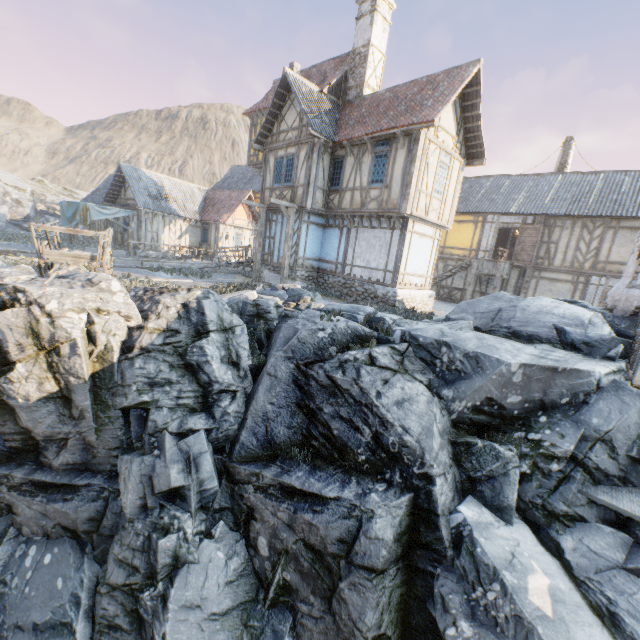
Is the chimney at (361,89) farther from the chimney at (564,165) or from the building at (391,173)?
the chimney at (564,165)

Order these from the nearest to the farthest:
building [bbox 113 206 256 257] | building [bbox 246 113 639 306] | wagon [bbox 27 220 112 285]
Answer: wagon [bbox 27 220 112 285]
building [bbox 246 113 639 306]
building [bbox 113 206 256 257]

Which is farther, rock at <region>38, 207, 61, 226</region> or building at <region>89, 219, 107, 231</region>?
rock at <region>38, 207, 61, 226</region>

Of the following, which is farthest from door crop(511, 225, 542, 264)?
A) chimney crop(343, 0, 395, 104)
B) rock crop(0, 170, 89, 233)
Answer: chimney crop(343, 0, 395, 104)

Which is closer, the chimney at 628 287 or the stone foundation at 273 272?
the chimney at 628 287

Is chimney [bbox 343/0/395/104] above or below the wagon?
above

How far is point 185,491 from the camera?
7.5 meters

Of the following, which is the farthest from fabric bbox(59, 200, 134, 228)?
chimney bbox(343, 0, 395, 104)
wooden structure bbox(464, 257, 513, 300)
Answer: wooden structure bbox(464, 257, 513, 300)
